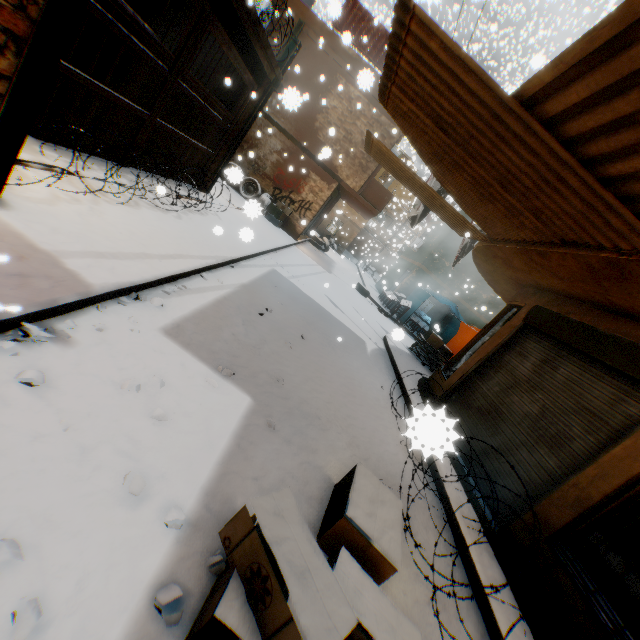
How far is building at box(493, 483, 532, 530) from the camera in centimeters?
391cm

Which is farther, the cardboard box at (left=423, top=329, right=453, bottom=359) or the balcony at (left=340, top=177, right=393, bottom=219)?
the balcony at (left=340, top=177, right=393, bottom=219)

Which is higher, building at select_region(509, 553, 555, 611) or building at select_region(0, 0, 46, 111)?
building at select_region(0, 0, 46, 111)

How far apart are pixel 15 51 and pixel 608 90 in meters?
4.1

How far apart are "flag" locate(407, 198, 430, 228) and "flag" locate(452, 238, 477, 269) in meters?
0.6

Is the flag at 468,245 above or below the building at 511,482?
above

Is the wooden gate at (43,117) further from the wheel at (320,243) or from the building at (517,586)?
the wheel at (320,243)

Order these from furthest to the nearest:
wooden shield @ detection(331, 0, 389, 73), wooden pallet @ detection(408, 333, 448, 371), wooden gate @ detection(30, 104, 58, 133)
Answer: wooden shield @ detection(331, 0, 389, 73), wooden pallet @ detection(408, 333, 448, 371), wooden gate @ detection(30, 104, 58, 133)
